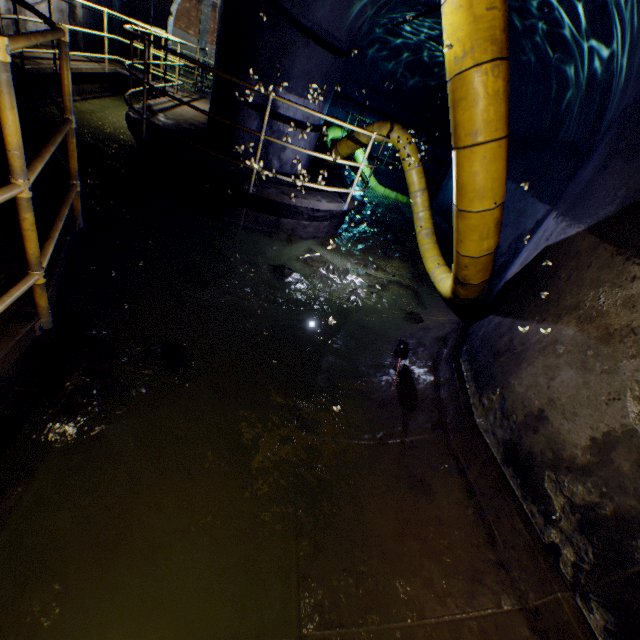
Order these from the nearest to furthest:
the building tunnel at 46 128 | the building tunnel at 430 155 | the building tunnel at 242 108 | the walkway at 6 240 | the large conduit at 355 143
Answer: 1. the walkway at 6 240
2. the building tunnel at 242 108
3. the building tunnel at 46 128
4. the large conduit at 355 143
5. the building tunnel at 430 155

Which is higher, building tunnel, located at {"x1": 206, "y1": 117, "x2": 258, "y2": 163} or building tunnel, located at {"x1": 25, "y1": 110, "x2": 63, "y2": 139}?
building tunnel, located at {"x1": 206, "y1": 117, "x2": 258, "y2": 163}

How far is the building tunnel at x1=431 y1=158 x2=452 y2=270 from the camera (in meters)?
8.50

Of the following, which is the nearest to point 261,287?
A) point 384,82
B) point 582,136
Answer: point 582,136

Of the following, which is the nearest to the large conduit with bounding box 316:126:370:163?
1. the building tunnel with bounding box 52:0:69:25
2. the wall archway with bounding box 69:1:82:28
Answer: the building tunnel with bounding box 52:0:69:25

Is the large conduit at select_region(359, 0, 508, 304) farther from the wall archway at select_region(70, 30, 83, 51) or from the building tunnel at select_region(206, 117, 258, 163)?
the wall archway at select_region(70, 30, 83, 51)

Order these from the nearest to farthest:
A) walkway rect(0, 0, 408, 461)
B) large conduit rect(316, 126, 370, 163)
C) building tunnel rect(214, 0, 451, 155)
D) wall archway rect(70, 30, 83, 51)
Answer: walkway rect(0, 0, 408, 461) → building tunnel rect(214, 0, 451, 155) → large conduit rect(316, 126, 370, 163) → wall archway rect(70, 30, 83, 51)

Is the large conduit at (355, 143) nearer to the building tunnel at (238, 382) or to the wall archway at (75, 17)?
the building tunnel at (238, 382)
